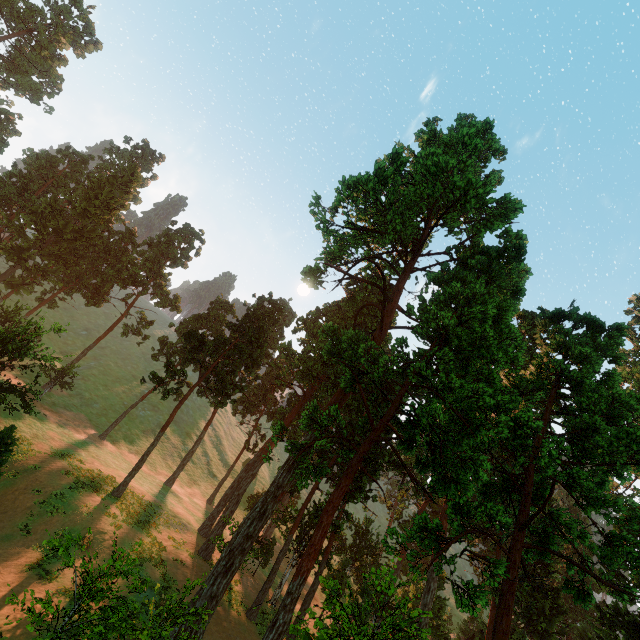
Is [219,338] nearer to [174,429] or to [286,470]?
[286,470]

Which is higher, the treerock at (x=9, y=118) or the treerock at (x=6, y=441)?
the treerock at (x=9, y=118)

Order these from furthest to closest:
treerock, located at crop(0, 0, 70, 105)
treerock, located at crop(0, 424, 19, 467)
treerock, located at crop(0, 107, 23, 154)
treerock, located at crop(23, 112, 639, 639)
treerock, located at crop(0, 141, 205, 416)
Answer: treerock, located at crop(0, 0, 70, 105) → treerock, located at crop(0, 107, 23, 154) → treerock, located at crop(0, 141, 205, 416) → treerock, located at crop(0, 424, 19, 467) → treerock, located at crop(23, 112, 639, 639)

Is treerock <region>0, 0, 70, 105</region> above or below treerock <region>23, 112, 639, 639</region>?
above

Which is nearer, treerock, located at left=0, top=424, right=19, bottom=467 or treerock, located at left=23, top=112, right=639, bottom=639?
treerock, located at left=23, top=112, right=639, bottom=639
